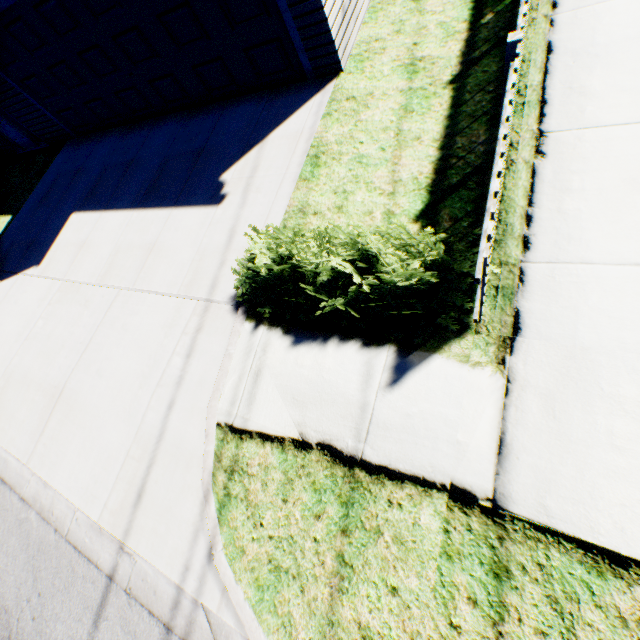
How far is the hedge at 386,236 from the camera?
3.18m

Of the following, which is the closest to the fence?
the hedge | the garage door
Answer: the hedge

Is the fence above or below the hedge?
above

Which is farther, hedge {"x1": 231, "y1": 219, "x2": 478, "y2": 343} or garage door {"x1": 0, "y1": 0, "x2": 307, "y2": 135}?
garage door {"x1": 0, "y1": 0, "x2": 307, "y2": 135}

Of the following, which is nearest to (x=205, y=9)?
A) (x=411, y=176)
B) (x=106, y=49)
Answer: (x=106, y=49)

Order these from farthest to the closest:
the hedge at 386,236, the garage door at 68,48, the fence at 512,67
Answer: the garage door at 68,48 < the hedge at 386,236 < the fence at 512,67

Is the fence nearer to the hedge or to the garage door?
the hedge

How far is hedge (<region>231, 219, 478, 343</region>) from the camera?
3.2m
